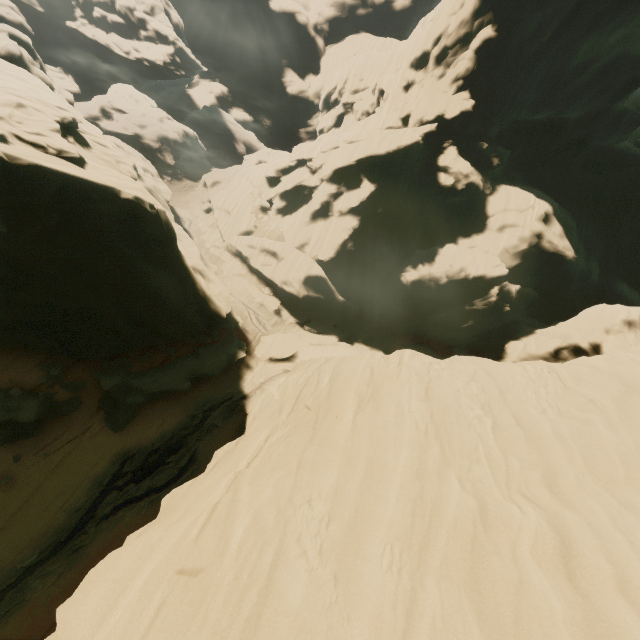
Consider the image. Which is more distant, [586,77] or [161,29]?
[161,29]

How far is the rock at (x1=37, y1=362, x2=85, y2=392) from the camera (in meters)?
16.66

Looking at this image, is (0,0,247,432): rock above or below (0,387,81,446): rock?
above

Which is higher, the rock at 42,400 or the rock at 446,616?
the rock at 446,616

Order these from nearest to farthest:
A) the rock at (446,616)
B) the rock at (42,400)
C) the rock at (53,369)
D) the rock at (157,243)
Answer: the rock at (446,616) < the rock at (157,243) < the rock at (42,400) < the rock at (53,369)

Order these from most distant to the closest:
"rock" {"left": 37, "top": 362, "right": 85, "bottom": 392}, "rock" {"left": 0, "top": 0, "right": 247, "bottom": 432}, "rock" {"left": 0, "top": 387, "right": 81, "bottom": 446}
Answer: "rock" {"left": 37, "top": 362, "right": 85, "bottom": 392}, "rock" {"left": 0, "top": 387, "right": 81, "bottom": 446}, "rock" {"left": 0, "top": 0, "right": 247, "bottom": 432}

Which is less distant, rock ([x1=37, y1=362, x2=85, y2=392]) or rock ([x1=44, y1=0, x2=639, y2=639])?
rock ([x1=44, y1=0, x2=639, y2=639])
